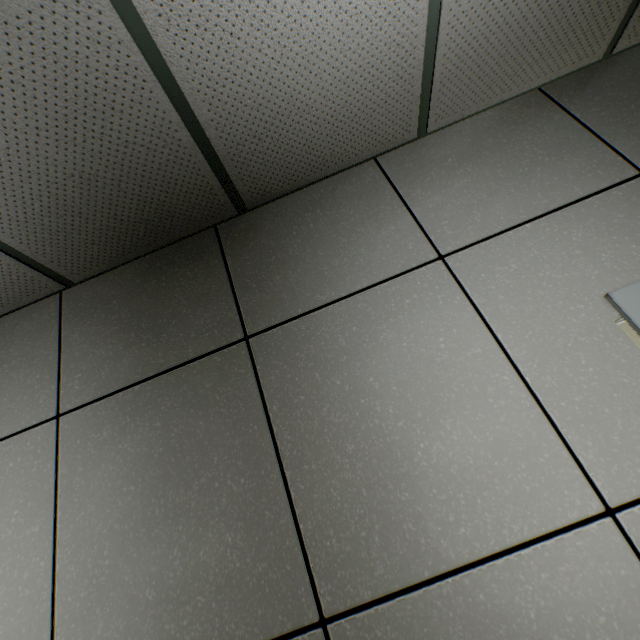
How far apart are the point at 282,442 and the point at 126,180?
1.25m
